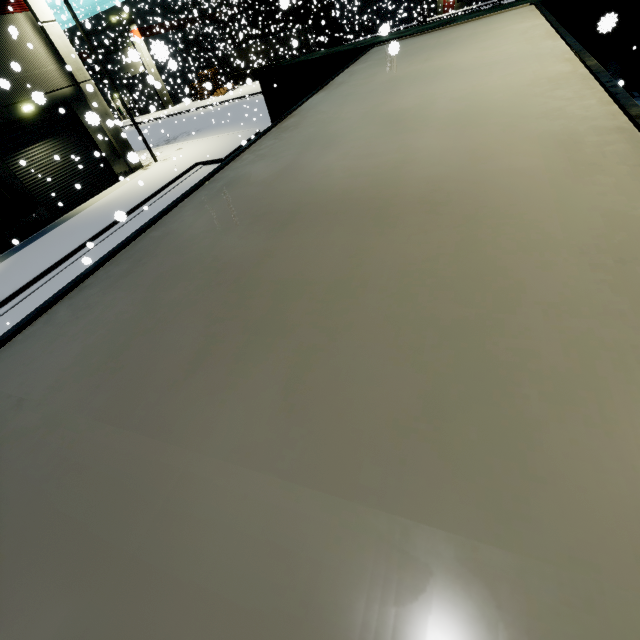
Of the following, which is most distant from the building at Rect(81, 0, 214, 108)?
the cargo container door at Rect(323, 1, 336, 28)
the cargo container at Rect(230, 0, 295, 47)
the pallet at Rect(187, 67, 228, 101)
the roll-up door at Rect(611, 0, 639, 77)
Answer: the cargo container door at Rect(323, 1, 336, 28)

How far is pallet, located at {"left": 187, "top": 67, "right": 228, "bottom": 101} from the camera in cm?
3559

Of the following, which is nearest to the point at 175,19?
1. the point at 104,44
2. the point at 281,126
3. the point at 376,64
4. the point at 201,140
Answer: the point at 104,44

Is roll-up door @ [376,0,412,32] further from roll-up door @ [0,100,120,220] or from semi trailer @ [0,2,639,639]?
roll-up door @ [0,100,120,220]

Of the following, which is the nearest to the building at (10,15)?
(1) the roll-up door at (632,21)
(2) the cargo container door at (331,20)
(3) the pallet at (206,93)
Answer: (1) the roll-up door at (632,21)

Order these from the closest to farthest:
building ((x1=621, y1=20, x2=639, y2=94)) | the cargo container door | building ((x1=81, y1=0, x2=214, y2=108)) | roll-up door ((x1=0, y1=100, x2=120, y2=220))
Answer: building ((x1=621, y1=20, x2=639, y2=94)) → roll-up door ((x1=0, y1=100, x2=120, y2=220)) → building ((x1=81, y1=0, x2=214, y2=108)) → the cargo container door

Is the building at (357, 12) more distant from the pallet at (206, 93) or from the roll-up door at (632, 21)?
the pallet at (206, 93)

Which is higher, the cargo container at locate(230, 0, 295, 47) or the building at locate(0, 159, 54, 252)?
the cargo container at locate(230, 0, 295, 47)
